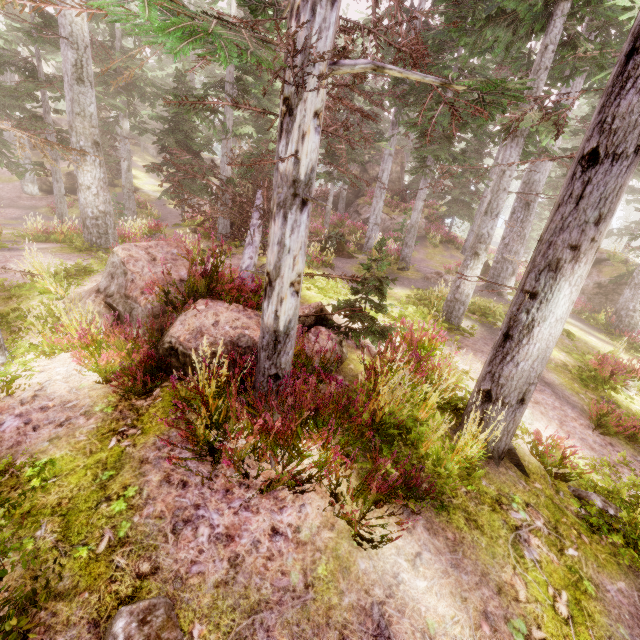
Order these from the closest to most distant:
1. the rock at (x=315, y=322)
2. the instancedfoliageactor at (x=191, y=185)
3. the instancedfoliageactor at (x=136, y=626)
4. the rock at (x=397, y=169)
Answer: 1. the instancedfoliageactor at (x=136, y=626)
2. the rock at (x=315, y=322)
3. the instancedfoliageactor at (x=191, y=185)
4. the rock at (x=397, y=169)

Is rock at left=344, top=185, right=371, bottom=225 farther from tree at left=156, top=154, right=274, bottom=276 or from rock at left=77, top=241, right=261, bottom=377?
rock at left=77, top=241, right=261, bottom=377

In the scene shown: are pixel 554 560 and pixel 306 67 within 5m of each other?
no

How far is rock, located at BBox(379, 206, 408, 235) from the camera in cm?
2658

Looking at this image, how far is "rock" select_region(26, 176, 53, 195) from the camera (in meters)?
26.30

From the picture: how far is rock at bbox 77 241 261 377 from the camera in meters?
4.7

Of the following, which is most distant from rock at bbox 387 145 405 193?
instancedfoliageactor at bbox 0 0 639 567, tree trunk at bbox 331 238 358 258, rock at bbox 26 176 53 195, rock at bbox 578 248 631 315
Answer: rock at bbox 26 176 53 195

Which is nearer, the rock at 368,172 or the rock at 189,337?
the rock at 189,337
